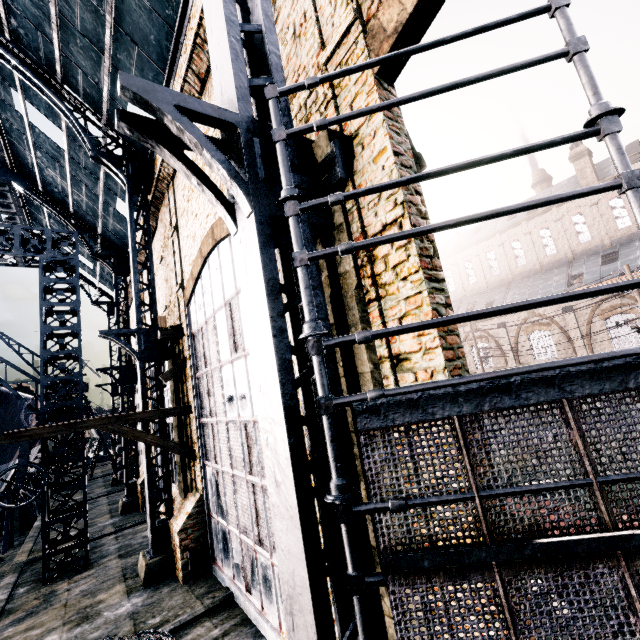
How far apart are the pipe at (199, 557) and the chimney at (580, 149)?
42.72m

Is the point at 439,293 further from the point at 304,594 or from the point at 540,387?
the point at 304,594

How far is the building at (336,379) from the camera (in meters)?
3.96

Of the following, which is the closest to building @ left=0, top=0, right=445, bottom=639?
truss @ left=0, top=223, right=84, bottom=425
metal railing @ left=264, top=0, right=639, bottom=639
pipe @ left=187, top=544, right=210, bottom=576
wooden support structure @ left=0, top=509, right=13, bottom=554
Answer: pipe @ left=187, top=544, right=210, bottom=576

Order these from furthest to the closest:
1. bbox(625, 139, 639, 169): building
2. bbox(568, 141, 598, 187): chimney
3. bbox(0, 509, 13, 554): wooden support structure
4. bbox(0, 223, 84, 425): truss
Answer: bbox(568, 141, 598, 187): chimney → bbox(625, 139, 639, 169): building → bbox(0, 509, 13, 554): wooden support structure → bbox(0, 223, 84, 425): truss

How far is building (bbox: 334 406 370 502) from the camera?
3.9m

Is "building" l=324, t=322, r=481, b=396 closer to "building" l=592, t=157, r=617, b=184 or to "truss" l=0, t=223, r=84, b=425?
"building" l=592, t=157, r=617, b=184
